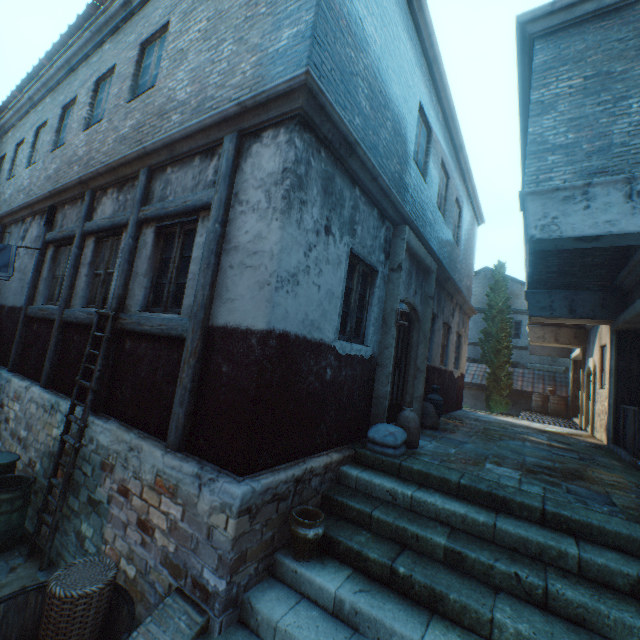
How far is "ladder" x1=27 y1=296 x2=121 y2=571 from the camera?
4.2m

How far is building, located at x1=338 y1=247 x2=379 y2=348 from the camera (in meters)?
4.81

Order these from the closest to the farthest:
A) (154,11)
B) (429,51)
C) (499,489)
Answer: (499,489) → (154,11) → (429,51)

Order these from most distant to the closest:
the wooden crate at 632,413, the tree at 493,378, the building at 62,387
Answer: the tree at 493,378, the wooden crate at 632,413, the building at 62,387

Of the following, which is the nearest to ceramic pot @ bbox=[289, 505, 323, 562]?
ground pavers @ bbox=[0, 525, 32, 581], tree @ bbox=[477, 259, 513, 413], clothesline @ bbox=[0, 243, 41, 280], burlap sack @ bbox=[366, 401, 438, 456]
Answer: burlap sack @ bbox=[366, 401, 438, 456]

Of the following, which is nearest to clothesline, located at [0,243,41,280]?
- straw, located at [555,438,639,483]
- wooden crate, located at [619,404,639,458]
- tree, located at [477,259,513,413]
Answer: straw, located at [555,438,639,483]

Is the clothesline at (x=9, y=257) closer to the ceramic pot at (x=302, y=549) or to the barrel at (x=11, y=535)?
the barrel at (x=11, y=535)
